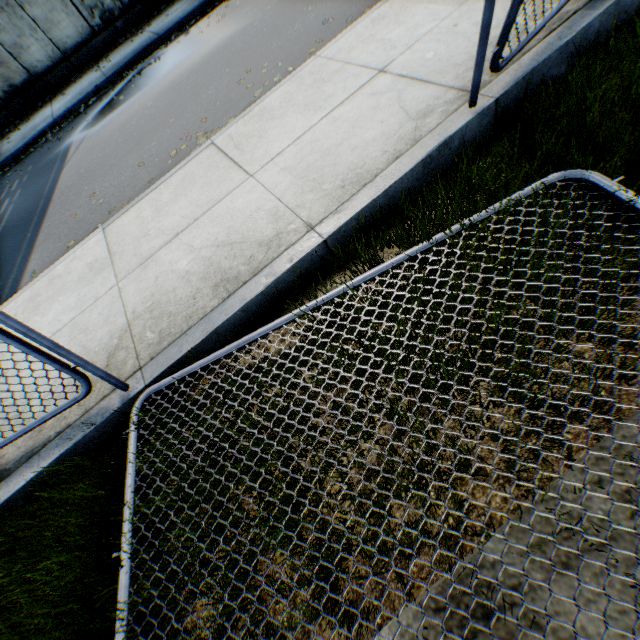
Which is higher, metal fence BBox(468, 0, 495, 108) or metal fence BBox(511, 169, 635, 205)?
metal fence BBox(468, 0, 495, 108)

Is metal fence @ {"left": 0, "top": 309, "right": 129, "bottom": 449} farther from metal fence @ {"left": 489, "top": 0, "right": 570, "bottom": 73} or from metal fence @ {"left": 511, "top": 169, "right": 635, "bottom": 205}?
metal fence @ {"left": 489, "top": 0, "right": 570, "bottom": 73}

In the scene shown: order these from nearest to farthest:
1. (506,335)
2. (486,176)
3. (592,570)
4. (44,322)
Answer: (592,570)
(506,335)
(486,176)
(44,322)

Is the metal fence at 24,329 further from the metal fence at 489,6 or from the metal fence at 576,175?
the metal fence at 489,6

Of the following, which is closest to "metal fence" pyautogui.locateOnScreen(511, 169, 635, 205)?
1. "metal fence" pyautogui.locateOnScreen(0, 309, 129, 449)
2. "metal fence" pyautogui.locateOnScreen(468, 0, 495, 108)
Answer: "metal fence" pyautogui.locateOnScreen(0, 309, 129, 449)

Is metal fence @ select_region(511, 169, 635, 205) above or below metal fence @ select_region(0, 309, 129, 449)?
below
